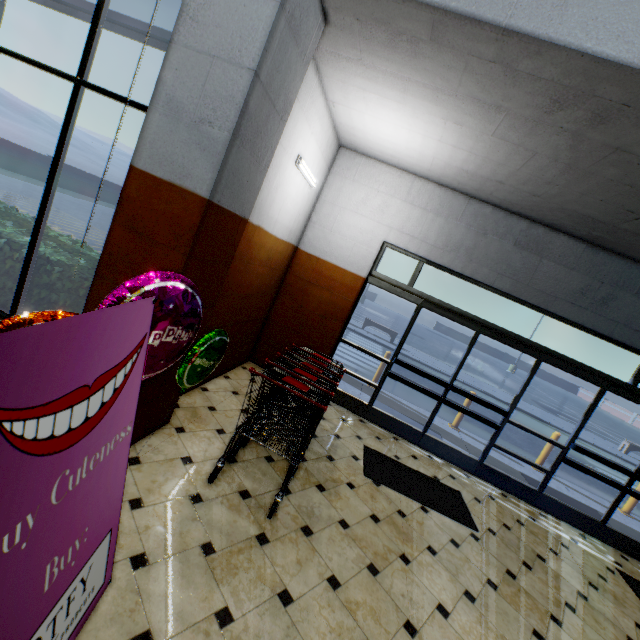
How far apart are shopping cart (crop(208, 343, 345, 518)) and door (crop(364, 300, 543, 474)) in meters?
1.5

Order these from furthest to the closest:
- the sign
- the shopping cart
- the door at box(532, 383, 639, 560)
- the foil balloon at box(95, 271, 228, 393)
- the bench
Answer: the bench
the door at box(532, 383, 639, 560)
the shopping cart
the foil balloon at box(95, 271, 228, 393)
the sign

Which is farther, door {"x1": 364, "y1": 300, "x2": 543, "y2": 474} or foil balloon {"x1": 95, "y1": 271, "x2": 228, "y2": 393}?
door {"x1": 364, "y1": 300, "x2": 543, "y2": 474}

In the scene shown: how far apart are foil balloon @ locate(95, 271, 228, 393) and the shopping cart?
0.3m

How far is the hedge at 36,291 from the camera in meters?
3.1 m

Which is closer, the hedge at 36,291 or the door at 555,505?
the hedge at 36,291

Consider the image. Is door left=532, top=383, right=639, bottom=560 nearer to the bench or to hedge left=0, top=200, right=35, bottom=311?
hedge left=0, top=200, right=35, bottom=311

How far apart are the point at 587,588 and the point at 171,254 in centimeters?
573cm
